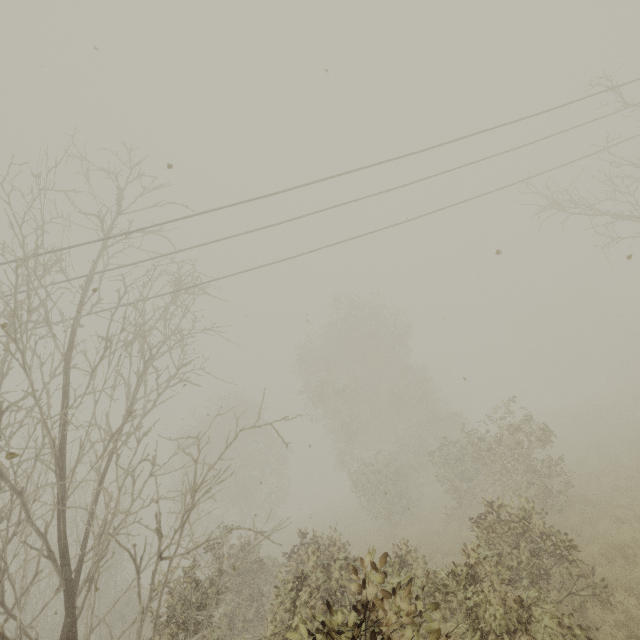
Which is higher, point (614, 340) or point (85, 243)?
point (85, 243)
